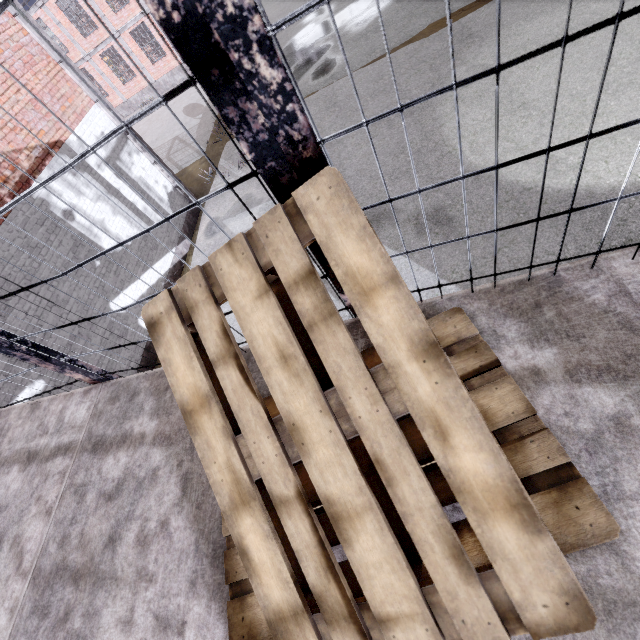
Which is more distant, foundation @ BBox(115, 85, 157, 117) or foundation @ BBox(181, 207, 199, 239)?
foundation @ BBox(115, 85, 157, 117)

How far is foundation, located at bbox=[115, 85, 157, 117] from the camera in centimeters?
2472cm

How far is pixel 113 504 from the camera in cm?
170

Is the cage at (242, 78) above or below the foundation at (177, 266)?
above

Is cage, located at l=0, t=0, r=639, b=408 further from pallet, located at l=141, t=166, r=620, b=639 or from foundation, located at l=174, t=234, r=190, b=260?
foundation, located at l=174, t=234, r=190, b=260

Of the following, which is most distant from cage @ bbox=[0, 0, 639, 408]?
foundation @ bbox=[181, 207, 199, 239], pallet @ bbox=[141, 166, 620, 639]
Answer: foundation @ bbox=[181, 207, 199, 239]

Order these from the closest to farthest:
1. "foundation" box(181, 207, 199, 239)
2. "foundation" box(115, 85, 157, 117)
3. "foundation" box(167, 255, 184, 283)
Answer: "foundation" box(167, 255, 184, 283) < "foundation" box(181, 207, 199, 239) < "foundation" box(115, 85, 157, 117)

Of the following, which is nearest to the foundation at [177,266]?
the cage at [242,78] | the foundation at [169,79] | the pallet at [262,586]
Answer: the cage at [242,78]
